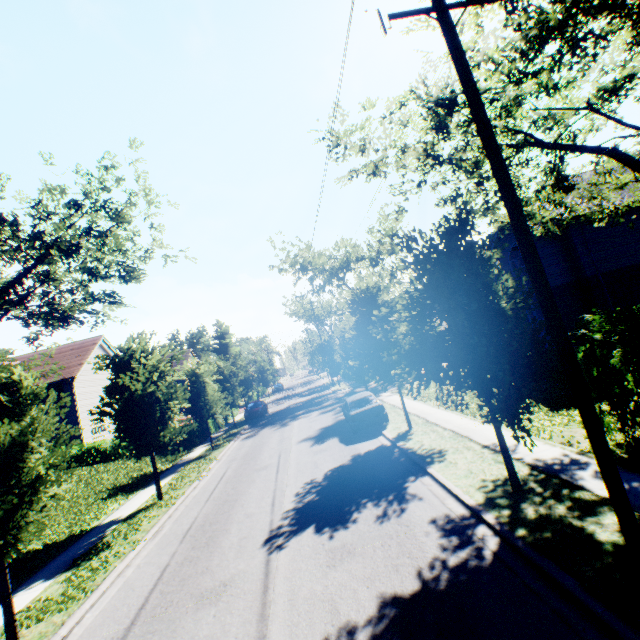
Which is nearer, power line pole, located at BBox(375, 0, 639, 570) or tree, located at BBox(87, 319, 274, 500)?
power line pole, located at BBox(375, 0, 639, 570)

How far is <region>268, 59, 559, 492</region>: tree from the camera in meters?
6.5 m

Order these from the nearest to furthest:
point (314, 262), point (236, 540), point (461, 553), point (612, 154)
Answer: Answer:
1. point (461, 553)
2. point (236, 540)
3. point (612, 154)
4. point (314, 262)

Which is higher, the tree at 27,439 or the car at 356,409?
the tree at 27,439

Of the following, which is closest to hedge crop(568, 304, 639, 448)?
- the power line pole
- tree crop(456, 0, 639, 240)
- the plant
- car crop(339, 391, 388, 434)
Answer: tree crop(456, 0, 639, 240)

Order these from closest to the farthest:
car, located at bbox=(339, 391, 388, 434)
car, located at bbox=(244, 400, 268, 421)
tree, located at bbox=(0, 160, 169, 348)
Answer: tree, located at bbox=(0, 160, 169, 348)
car, located at bbox=(339, 391, 388, 434)
car, located at bbox=(244, 400, 268, 421)

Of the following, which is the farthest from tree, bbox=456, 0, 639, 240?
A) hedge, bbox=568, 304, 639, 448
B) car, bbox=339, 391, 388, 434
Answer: car, bbox=339, 391, 388, 434

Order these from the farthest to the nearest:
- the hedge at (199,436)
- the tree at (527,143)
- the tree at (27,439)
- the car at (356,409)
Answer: the hedge at (199,436) → the car at (356,409) → the tree at (527,143) → the tree at (27,439)
